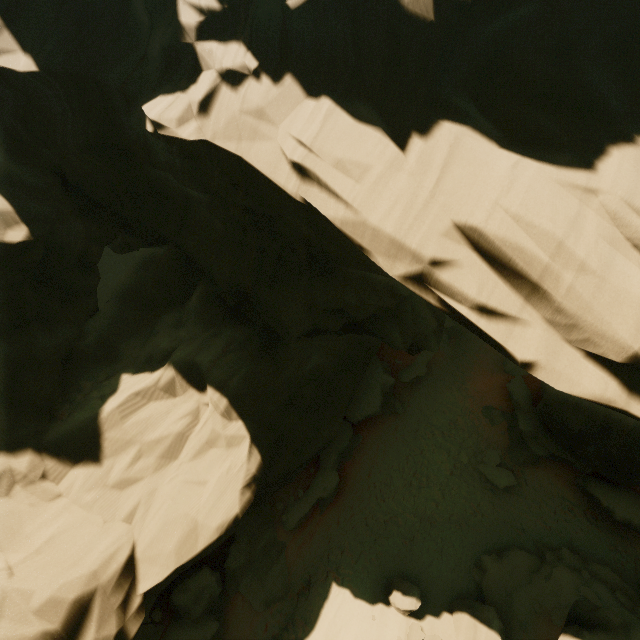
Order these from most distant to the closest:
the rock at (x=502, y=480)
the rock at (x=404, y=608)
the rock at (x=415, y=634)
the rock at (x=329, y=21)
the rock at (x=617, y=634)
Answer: the rock at (x=502, y=480) → the rock at (x=404, y=608) → the rock at (x=415, y=634) → the rock at (x=617, y=634) → the rock at (x=329, y=21)

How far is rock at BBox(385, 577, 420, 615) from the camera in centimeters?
1220cm

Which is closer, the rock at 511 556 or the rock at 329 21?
the rock at 329 21

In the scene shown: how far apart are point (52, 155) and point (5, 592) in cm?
1375

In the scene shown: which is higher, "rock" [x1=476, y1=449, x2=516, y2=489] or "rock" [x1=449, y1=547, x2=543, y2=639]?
"rock" [x1=449, y1=547, x2=543, y2=639]
